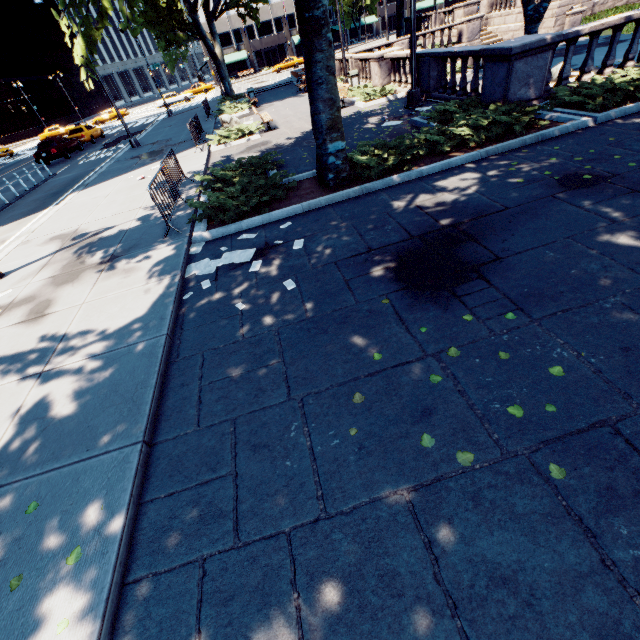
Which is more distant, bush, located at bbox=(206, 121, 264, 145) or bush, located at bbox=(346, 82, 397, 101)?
bush, located at bbox=(346, 82, 397, 101)

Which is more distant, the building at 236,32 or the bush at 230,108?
the building at 236,32

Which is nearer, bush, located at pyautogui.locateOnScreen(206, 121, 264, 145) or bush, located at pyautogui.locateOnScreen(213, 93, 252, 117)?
bush, located at pyautogui.locateOnScreen(206, 121, 264, 145)

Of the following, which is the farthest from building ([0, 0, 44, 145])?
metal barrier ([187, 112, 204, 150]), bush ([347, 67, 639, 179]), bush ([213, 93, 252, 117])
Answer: bush ([347, 67, 639, 179])

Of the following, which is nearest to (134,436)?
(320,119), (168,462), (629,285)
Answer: (168,462)

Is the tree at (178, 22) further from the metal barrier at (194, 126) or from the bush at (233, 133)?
the bush at (233, 133)

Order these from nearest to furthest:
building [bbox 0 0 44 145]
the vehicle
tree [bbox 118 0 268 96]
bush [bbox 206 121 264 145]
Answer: tree [bbox 118 0 268 96] → bush [bbox 206 121 264 145] → the vehicle → building [bbox 0 0 44 145]

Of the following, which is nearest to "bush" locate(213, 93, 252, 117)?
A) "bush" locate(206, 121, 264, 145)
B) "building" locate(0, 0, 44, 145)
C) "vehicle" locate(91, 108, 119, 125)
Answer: "bush" locate(206, 121, 264, 145)
